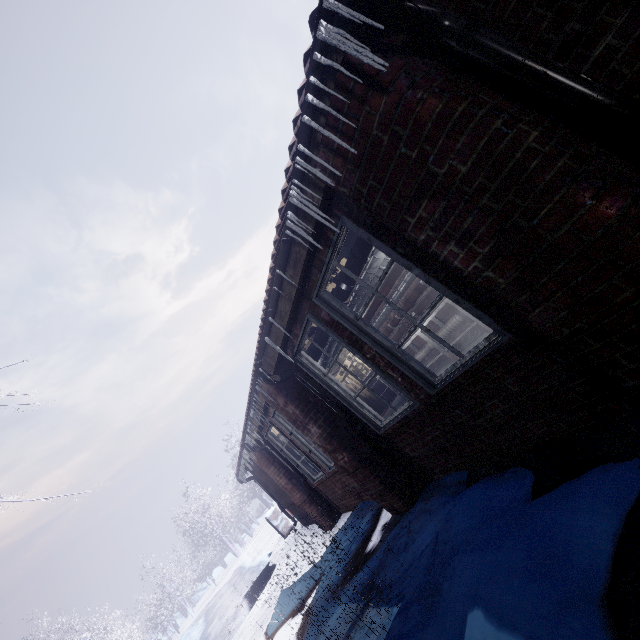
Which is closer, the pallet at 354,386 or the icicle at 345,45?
the icicle at 345,45

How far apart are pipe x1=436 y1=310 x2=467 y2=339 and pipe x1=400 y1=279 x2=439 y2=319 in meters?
0.4 m

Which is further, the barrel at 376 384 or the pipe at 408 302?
the barrel at 376 384

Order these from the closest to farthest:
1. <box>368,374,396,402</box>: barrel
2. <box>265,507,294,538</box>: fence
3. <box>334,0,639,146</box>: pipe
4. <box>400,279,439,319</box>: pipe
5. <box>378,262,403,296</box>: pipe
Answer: <box>334,0,639,146</box>: pipe, <box>378,262,403,296</box>: pipe, <box>400,279,439,319</box>: pipe, <box>368,374,396,402</box>: barrel, <box>265,507,294,538</box>: fence

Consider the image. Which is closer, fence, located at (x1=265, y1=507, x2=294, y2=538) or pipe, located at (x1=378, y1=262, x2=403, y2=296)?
pipe, located at (x1=378, y1=262, x2=403, y2=296)

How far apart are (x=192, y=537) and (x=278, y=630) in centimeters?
2647cm

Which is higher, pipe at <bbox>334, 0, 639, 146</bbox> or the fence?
pipe at <bbox>334, 0, 639, 146</bbox>

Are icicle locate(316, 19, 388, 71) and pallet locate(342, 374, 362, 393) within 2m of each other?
no
